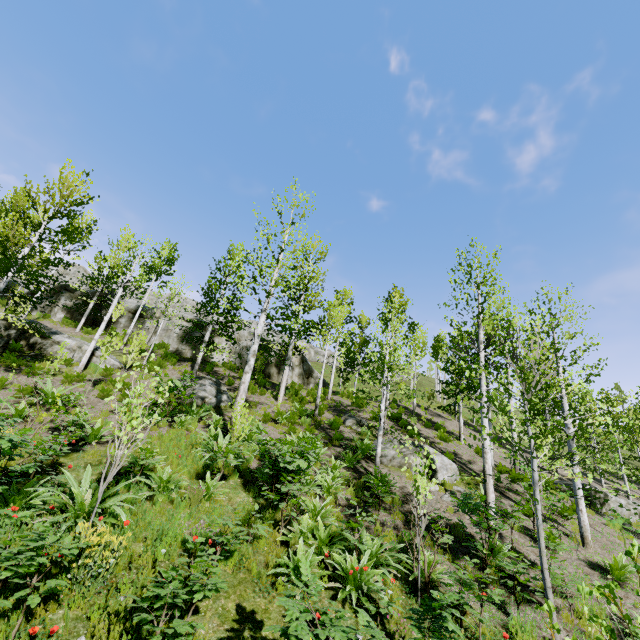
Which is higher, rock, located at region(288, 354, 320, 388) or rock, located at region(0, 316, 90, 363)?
rock, located at region(288, 354, 320, 388)

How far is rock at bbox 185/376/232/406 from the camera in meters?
14.6 m

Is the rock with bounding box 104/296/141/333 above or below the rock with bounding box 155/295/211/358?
above

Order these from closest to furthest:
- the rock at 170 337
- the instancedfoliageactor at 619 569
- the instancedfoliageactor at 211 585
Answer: the instancedfoliageactor at 619 569 → the instancedfoliageactor at 211 585 → the rock at 170 337

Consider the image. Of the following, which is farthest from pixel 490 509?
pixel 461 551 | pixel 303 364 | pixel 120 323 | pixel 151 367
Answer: pixel 120 323

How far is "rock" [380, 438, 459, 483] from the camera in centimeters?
1227cm

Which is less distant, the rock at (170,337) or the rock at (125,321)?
the rock at (170,337)

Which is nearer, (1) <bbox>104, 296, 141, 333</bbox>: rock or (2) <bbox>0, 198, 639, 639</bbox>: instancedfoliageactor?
(2) <bbox>0, 198, 639, 639</bbox>: instancedfoliageactor
